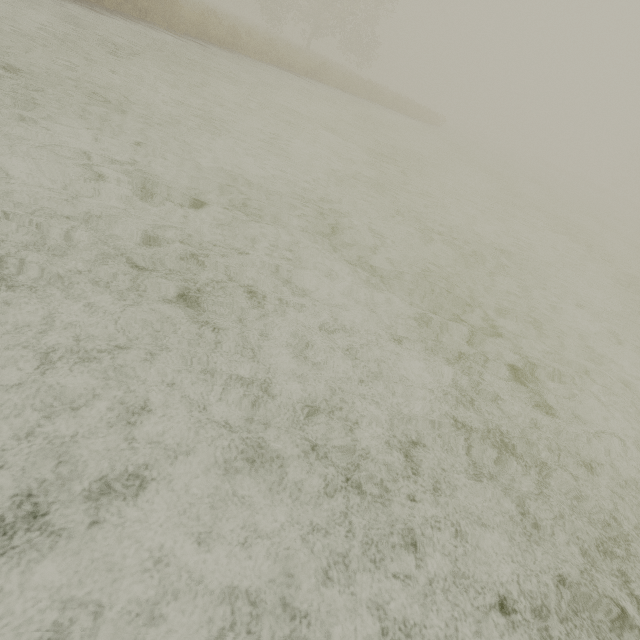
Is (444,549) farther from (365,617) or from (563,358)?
(563,358)
